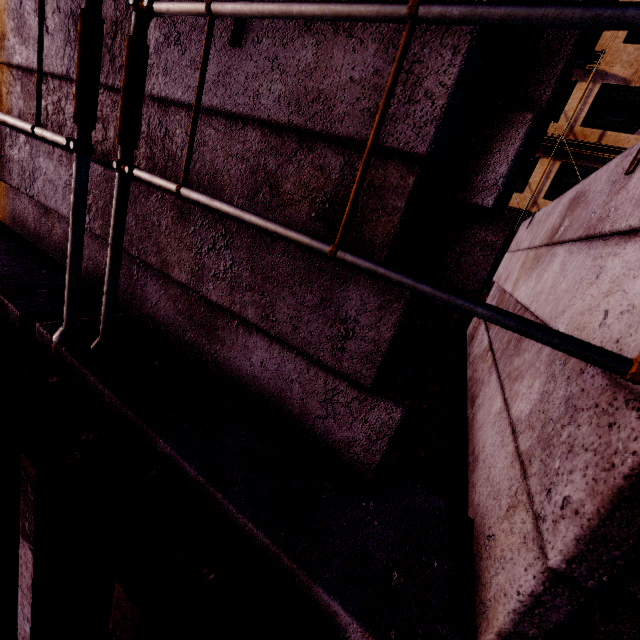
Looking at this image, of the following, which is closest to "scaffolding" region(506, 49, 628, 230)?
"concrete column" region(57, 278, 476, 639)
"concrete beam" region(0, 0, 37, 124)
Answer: "concrete beam" region(0, 0, 37, 124)

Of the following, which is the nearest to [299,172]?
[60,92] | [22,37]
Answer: [60,92]

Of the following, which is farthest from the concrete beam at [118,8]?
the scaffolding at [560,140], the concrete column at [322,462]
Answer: the scaffolding at [560,140]

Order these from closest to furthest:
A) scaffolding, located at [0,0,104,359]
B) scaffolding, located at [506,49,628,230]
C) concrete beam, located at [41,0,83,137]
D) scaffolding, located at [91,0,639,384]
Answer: scaffolding, located at [91,0,639,384] < scaffolding, located at [0,0,104,359] < concrete beam, located at [41,0,83,137] < scaffolding, located at [506,49,628,230]

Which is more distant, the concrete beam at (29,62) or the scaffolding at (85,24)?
the concrete beam at (29,62)

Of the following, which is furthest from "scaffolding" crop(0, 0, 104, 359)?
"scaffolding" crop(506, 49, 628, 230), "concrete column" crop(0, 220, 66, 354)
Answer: "scaffolding" crop(506, 49, 628, 230)

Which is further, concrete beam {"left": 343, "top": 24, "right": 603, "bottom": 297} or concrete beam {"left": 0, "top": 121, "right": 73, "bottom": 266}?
concrete beam {"left": 0, "top": 121, "right": 73, "bottom": 266}
